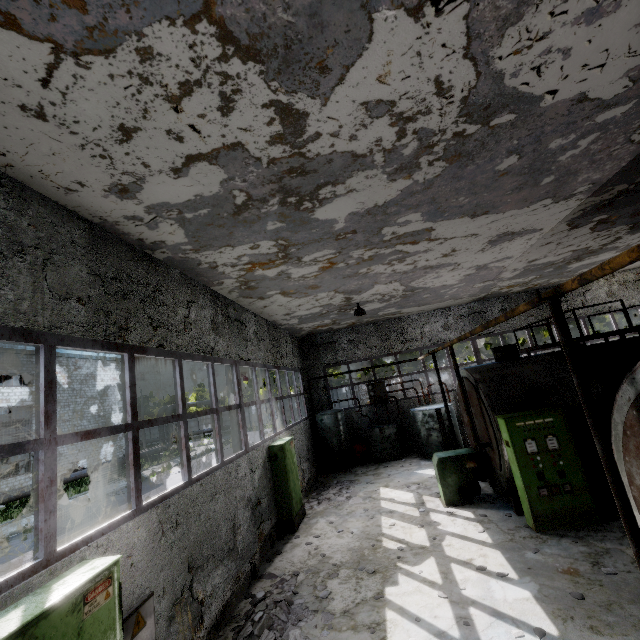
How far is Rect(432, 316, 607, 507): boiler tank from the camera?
7.9m

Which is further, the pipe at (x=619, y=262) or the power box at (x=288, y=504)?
the power box at (x=288, y=504)

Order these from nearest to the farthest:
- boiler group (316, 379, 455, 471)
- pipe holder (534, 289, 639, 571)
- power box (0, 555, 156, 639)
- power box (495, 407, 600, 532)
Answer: power box (0, 555, 156, 639) → pipe holder (534, 289, 639, 571) → power box (495, 407, 600, 532) → boiler group (316, 379, 455, 471)

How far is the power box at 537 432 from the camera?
7.0m

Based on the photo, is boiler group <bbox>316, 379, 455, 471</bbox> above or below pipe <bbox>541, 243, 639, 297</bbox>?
below

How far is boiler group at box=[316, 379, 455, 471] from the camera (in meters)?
14.33

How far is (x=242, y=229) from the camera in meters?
5.8 m

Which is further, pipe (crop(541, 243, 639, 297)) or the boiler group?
the boiler group
